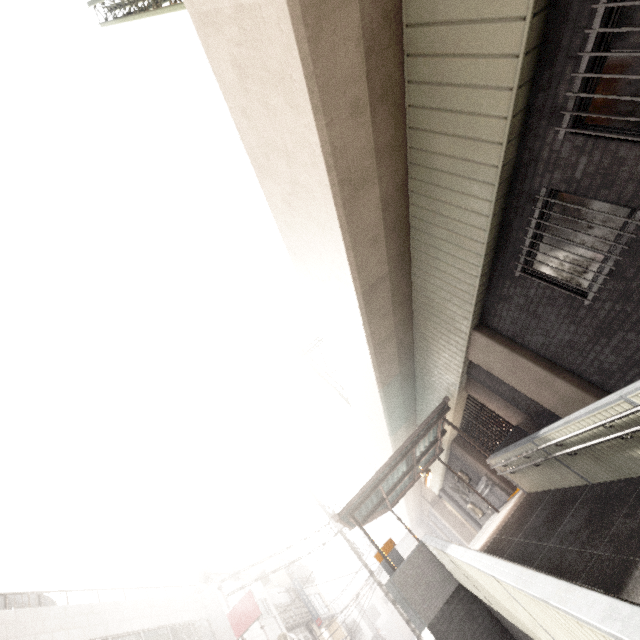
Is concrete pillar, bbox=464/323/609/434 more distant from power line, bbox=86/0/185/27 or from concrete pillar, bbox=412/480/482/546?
concrete pillar, bbox=412/480/482/546

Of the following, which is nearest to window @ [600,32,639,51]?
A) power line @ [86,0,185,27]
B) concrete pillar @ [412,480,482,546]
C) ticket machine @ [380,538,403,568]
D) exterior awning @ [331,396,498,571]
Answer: power line @ [86,0,185,27]

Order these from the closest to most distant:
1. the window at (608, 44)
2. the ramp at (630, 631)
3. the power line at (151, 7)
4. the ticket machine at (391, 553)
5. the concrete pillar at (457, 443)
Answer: the ramp at (630, 631) < the window at (608, 44) < the power line at (151, 7) < the ticket machine at (391, 553) < the concrete pillar at (457, 443)

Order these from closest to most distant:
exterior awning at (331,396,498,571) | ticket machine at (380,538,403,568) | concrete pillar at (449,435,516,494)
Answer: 1. ticket machine at (380,538,403,568)
2. exterior awning at (331,396,498,571)
3. concrete pillar at (449,435,516,494)

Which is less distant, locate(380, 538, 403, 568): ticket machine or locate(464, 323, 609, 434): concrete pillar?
locate(464, 323, 609, 434): concrete pillar

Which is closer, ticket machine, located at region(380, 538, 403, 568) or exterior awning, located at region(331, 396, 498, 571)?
ticket machine, located at region(380, 538, 403, 568)

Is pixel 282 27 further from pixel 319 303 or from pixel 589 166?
pixel 319 303

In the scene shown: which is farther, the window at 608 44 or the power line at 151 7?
the power line at 151 7
